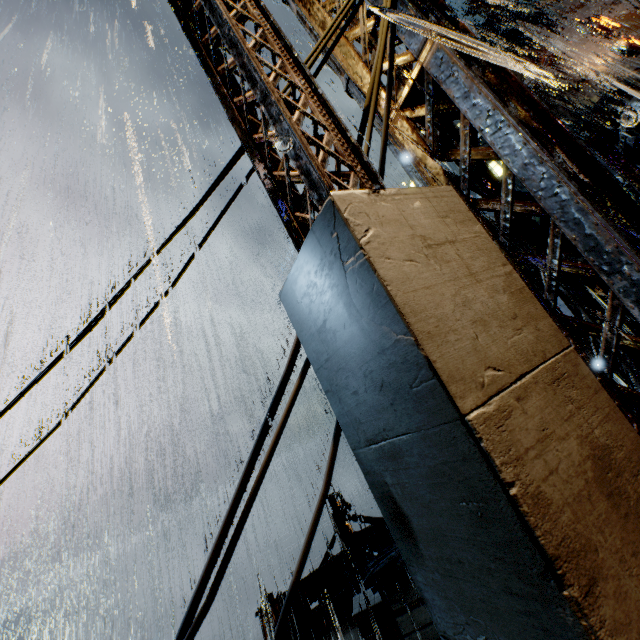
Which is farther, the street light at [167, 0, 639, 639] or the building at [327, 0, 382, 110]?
the building at [327, 0, 382, 110]

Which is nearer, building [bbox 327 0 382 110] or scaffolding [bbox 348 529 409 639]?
building [bbox 327 0 382 110]

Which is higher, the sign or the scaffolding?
the sign

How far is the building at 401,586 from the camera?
10.6 meters

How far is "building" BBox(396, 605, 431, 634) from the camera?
9.3m

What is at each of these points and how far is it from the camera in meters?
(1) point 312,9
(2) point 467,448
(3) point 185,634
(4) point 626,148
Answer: (1) building, 3.7
(2) street light, 0.8
(3) power line, 1.5
(4) building, 5.5

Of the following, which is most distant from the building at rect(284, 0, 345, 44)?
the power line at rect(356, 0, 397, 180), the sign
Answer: the sign
